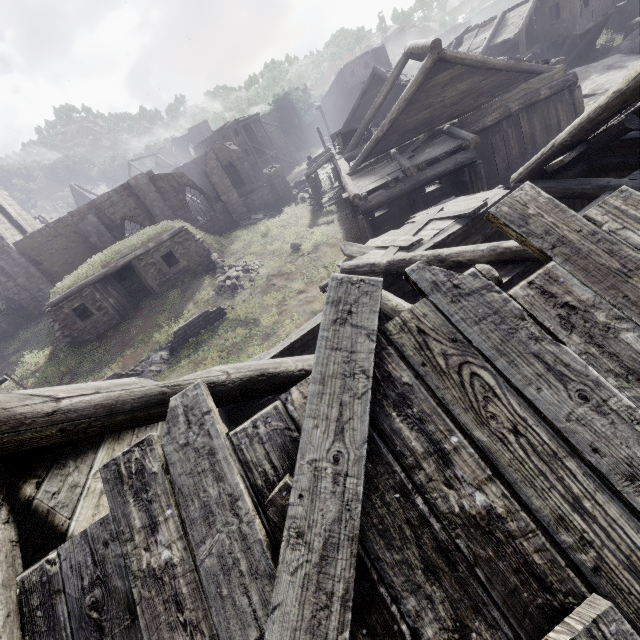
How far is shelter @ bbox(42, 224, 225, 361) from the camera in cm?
1741

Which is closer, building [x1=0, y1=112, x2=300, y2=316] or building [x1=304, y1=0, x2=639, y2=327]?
building [x1=304, y1=0, x2=639, y2=327]

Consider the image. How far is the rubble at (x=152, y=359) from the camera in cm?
1430

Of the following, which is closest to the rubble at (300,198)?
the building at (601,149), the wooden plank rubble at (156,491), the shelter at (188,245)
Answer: the building at (601,149)

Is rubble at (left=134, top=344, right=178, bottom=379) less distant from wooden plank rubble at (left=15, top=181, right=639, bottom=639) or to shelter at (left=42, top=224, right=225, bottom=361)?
shelter at (left=42, top=224, right=225, bottom=361)

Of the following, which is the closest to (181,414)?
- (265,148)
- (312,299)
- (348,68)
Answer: (312,299)

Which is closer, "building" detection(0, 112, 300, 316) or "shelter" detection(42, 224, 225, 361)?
"shelter" detection(42, 224, 225, 361)

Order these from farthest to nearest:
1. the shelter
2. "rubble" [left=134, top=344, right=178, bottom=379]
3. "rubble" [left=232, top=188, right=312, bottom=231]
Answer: "rubble" [left=232, top=188, right=312, bottom=231], the shelter, "rubble" [left=134, top=344, right=178, bottom=379]
